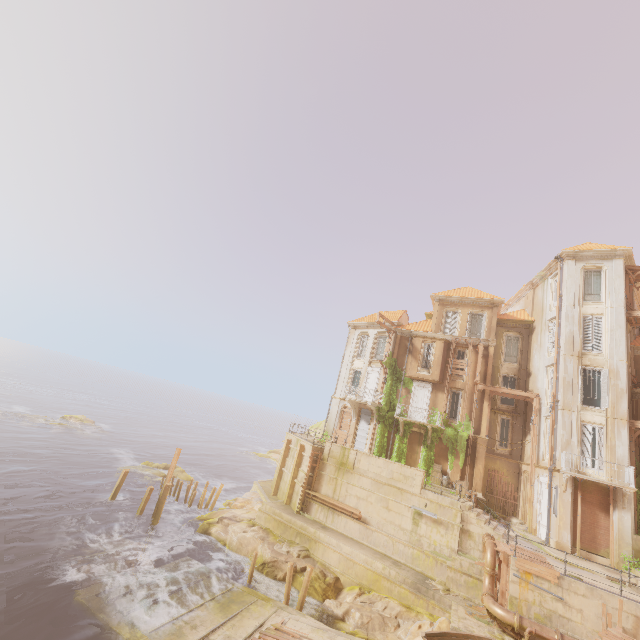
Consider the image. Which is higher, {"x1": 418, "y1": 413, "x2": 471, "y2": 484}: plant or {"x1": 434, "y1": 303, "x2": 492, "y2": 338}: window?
{"x1": 434, "y1": 303, "x2": 492, "y2": 338}: window

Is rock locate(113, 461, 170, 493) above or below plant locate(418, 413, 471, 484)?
below

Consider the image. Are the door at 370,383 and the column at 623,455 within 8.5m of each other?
no

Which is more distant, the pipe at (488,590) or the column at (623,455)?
the column at (623,455)

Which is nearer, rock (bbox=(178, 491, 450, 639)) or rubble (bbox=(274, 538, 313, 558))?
rock (bbox=(178, 491, 450, 639))

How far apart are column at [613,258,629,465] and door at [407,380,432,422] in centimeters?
1198cm

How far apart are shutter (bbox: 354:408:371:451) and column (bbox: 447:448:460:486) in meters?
6.9 m

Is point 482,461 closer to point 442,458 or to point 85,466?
point 442,458
